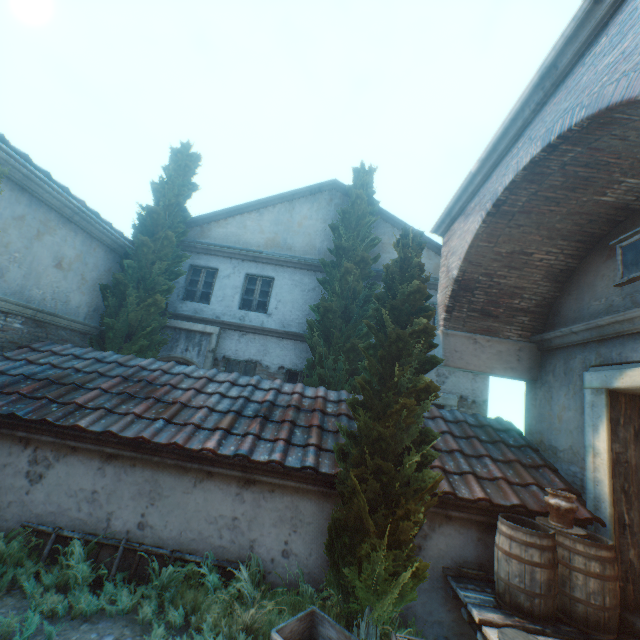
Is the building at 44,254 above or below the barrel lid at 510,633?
above

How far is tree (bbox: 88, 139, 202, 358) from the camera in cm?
927

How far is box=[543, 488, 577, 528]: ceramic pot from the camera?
4.2 meters

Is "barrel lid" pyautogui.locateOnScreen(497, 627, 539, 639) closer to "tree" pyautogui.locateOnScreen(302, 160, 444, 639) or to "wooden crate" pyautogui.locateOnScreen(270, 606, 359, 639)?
"tree" pyautogui.locateOnScreen(302, 160, 444, 639)

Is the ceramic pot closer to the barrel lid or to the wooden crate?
the barrel lid

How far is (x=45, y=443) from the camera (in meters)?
5.18

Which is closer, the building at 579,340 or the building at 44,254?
the building at 579,340

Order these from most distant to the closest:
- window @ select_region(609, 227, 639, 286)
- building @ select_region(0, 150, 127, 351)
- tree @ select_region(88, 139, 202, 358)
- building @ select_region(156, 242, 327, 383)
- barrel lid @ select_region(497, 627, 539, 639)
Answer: building @ select_region(156, 242, 327, 383), tree @ select_region(88, 139, 202, 358), building @ select_region(0, 150, 127, 351), window @ select_region(609, 227, 639, 286), barrel lid @ select_region(497, 627, 539, 639)
